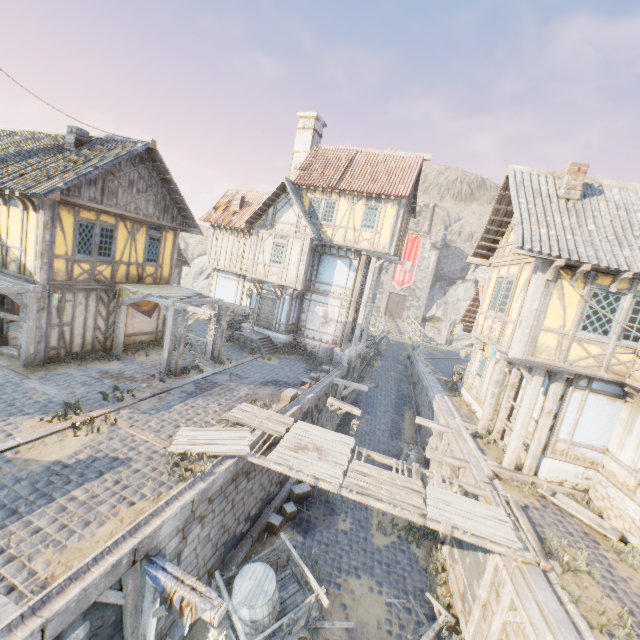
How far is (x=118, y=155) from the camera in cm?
1160

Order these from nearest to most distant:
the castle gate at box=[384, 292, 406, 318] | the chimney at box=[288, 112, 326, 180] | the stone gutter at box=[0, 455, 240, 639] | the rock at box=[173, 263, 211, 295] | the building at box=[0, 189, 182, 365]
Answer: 1. the stone gutter at box=[0, 455, 240, 639]
2. the building at box=[0, 189, 182, 365]
3. the chimney at box=[288, 112, 326, 180]
4. the castle gate at box=[384, 292, 406, 318]
5. the rock at box=[173, 263, 211, 295]

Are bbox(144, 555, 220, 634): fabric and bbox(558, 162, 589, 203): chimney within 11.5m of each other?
no

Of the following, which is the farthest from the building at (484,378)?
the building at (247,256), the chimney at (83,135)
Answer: the chimney at (83,135)

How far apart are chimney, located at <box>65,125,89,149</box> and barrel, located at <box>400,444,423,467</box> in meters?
18.9

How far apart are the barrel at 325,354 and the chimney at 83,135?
13.86m

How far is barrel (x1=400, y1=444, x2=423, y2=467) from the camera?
15.1 meters

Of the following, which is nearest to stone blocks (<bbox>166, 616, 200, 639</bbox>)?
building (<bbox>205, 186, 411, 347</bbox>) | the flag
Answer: building (<bbox>205, 186, 411, 347</bbox>)
